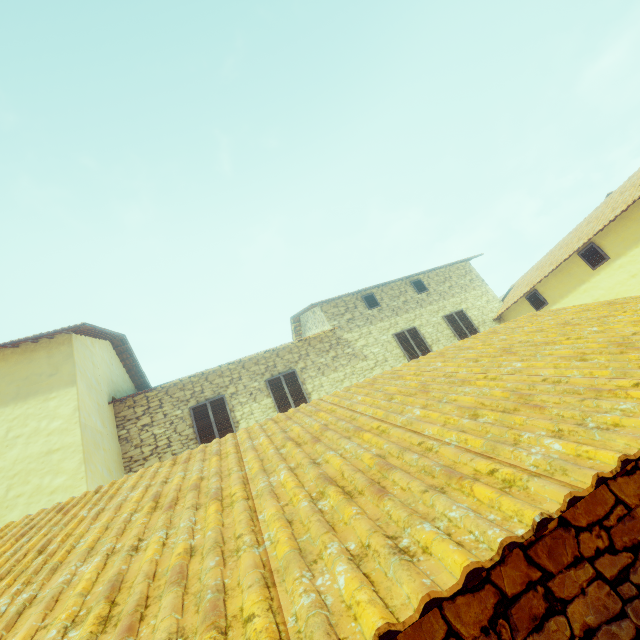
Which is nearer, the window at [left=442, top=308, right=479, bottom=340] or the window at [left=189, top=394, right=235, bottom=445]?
the window at [left=189, top=394, right=235, bottom=445]

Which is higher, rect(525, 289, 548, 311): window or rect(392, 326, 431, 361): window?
rect(392, 326, 431, 361): window

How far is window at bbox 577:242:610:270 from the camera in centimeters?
988cm

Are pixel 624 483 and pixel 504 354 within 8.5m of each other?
Result: yes

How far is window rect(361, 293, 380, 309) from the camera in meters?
13.1

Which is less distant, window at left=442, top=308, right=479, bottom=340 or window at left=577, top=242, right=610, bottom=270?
window at left=577, top=242, right=610, bottom=270

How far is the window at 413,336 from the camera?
12.2m

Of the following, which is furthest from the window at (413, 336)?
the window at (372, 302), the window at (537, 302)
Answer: the window at (372, 302)
